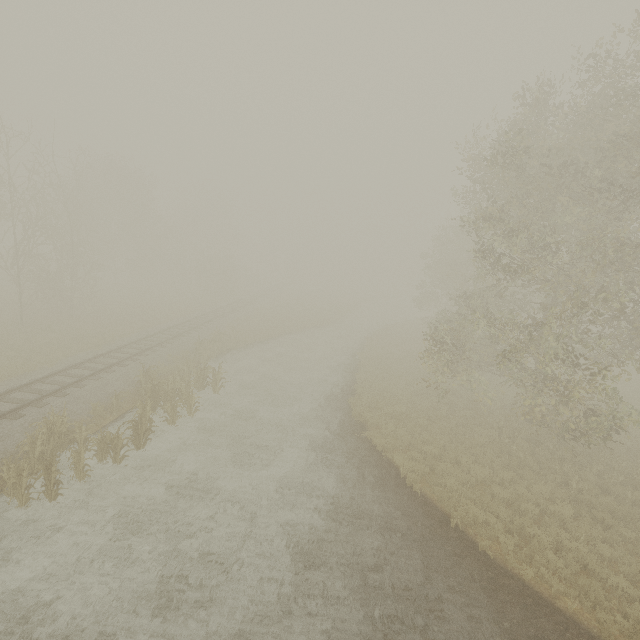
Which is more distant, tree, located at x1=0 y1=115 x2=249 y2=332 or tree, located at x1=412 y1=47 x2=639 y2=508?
tree, located at x1=0 y1=115 x2=249 y2=332

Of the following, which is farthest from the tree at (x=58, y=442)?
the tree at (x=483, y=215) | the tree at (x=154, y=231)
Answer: the tree at (x=154, y=231)

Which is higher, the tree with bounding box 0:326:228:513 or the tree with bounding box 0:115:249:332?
the tree with bounding box 0:115:249:332

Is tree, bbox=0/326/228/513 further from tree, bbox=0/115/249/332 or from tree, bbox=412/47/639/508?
tree, bbox=0/115/249/332

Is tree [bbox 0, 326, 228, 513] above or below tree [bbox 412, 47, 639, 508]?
Answer: below

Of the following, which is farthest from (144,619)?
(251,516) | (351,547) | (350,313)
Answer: (350,313)

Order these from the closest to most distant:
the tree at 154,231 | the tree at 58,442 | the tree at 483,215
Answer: the tree at 58,442
the tree at 483,215
the tree at 154,231

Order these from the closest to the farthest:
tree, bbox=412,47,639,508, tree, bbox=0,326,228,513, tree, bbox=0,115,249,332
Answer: tree, bbox=0,326,228,513
tree, bbox=412,47,639,508
tree, bbox=0,115,249,332
